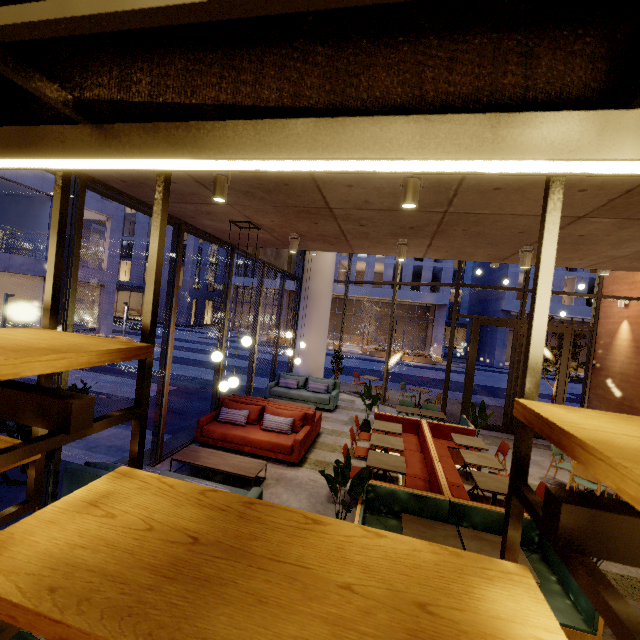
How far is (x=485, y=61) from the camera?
0.5 meters

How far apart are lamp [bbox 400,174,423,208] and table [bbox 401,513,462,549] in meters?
3.5 m

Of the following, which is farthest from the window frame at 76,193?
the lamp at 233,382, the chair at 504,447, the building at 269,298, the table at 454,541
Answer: the building at 269,298

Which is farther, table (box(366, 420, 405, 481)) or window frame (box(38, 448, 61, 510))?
table (box(366, 420, 405, 481))

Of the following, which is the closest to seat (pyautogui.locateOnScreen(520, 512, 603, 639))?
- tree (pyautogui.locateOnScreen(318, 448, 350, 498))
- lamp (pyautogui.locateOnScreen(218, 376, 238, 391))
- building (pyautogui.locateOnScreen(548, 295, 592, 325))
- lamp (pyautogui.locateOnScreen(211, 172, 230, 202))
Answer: tree (pyautogui.locateOnScreen(318, 448, 350, 498))

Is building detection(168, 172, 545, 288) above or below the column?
above

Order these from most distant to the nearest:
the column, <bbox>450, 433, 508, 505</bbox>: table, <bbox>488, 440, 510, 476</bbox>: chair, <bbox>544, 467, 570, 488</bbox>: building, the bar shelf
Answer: the column, <bbox>544, 467, 570, 488</bbox>: building, <bbox>488, 440, 510, 476</bbox>: chair, <bbox>450, 433, 508, 505</bbox>: table, the bar shelf

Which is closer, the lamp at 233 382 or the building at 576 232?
the building at 576 232
